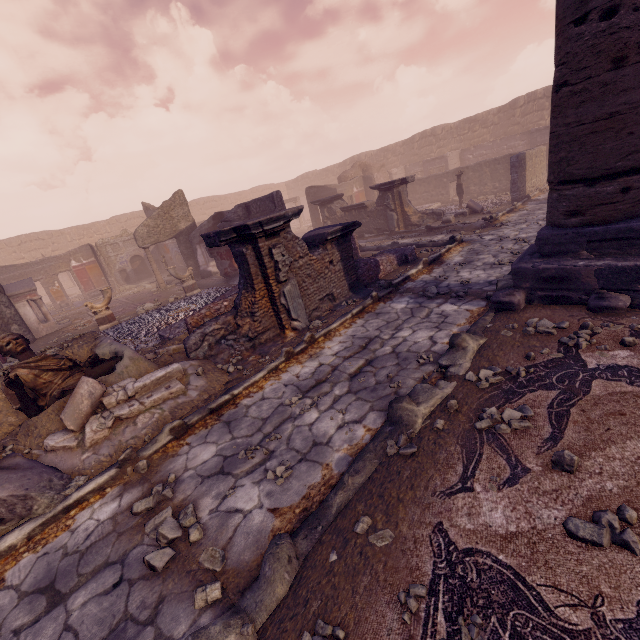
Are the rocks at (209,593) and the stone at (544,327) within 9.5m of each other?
yes

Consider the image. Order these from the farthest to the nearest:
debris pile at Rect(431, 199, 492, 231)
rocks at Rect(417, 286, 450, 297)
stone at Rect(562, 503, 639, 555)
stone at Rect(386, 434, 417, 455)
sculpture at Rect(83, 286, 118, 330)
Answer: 1. debris pile at Rect(431, 199, 492, 231)
2. sculpture at Rect(83, 286, 118, 330)
3. rocks at Rect(417, 286, 450, 297)
4. stone at Rect(386, 434, 417, 455)
5. stone at Rect(562, 503, 639, 555)

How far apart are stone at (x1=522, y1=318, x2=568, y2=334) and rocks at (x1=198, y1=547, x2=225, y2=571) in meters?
4.0 m

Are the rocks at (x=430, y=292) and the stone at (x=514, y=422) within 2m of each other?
no

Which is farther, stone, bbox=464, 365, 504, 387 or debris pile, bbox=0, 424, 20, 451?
debris pile, bbox=0, 424, 20, 451

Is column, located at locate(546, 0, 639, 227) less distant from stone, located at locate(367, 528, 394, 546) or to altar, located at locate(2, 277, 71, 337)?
stone, located at locate(367, 528, 394, 546)

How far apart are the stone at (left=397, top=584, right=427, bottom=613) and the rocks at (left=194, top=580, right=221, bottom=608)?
1.31m

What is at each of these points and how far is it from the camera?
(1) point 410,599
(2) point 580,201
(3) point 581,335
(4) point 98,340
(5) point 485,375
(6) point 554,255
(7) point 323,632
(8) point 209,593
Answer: (1) stone, 1.78m
(2) column, 4.11m
(3) stone, 3.57m
(4) building debris, 5.92m
(5) stone, 3.44m
(6) building base, 4.49m
(7) stone, 1.78m
(8) rocks, 2.30m
